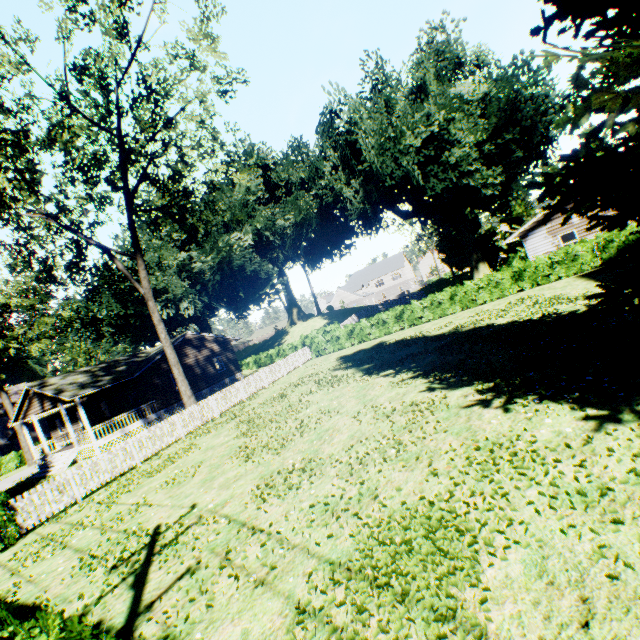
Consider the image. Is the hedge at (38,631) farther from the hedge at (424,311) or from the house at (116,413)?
the house at (116,413)

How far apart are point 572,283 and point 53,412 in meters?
47.7 m

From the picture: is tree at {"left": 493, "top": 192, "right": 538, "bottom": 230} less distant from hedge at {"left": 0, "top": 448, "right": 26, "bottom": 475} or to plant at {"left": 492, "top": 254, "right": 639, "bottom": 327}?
plant at {"left": 492, "top": 254, "right": 639, "bottom": 327}

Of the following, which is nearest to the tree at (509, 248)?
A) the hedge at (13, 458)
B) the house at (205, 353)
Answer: the house at (205, 353)

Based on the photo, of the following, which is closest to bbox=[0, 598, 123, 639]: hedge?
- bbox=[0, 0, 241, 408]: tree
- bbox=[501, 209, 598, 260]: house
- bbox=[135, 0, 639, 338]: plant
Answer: bbox=[135, 0, 639, 338]: plant

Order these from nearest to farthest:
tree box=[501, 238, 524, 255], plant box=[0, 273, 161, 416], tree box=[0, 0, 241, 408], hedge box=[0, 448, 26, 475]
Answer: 1. tree box=[0, 0, 241, 408]
2. plant box=[0, 273, 161, 416]
3. hedge box=[0, 448, 26, 475]
4. tree box=[501, 238, 524, 255]

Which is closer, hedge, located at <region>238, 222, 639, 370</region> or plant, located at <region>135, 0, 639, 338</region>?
plant, located at <region>135, 0, 639, 338</region>

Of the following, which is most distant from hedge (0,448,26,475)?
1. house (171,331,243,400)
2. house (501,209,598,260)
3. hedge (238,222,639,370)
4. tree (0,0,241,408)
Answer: house (501,209,598,260)
